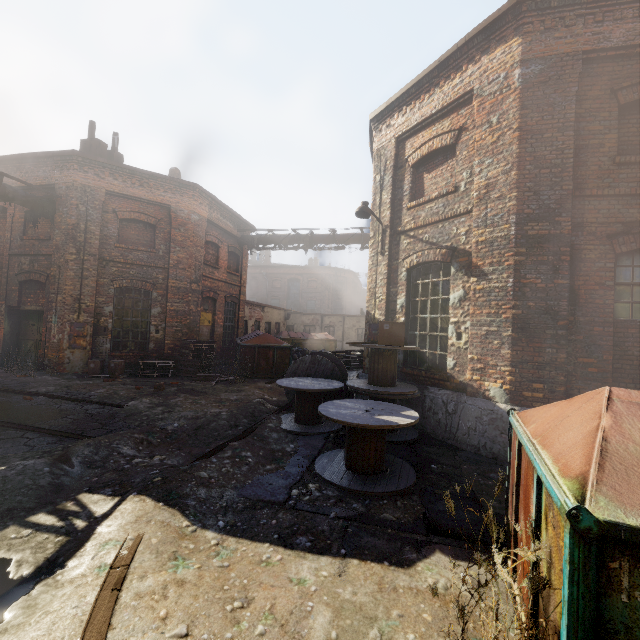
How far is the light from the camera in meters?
8.2 m

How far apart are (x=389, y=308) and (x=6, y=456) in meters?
7.8

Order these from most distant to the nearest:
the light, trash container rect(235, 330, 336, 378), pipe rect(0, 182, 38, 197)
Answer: trash container rect(235, 330, 336, 378)
pipe rect(0, 182, 38, 197)
the light

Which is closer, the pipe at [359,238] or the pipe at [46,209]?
the pipe at [46,209]

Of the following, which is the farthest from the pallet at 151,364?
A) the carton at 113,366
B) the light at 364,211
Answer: the light at 364,211

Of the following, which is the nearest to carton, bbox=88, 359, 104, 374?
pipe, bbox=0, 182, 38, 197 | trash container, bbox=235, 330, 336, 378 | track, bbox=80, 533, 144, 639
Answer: trash container, bbox=235, 330, 336, 378

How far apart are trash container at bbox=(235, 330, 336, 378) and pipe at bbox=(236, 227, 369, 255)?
4.4 meters

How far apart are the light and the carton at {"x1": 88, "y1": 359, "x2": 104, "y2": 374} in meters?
10.1
